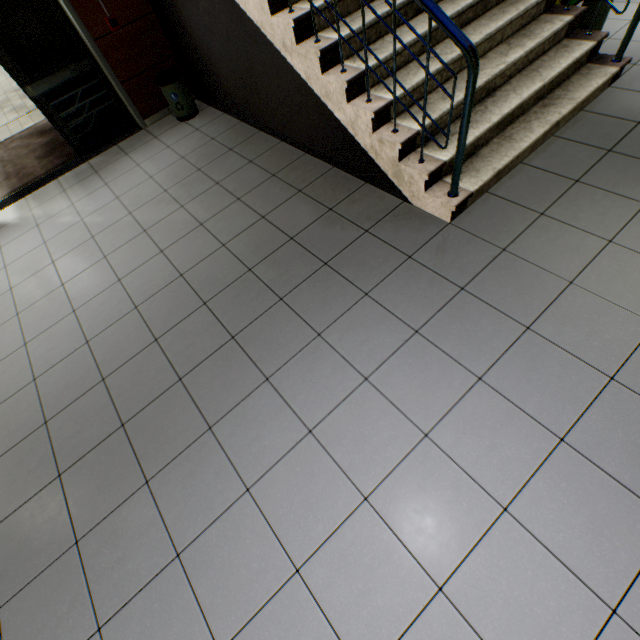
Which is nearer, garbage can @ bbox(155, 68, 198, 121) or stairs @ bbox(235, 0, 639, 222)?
stairs @ bbox(235, 0, 639, 222)

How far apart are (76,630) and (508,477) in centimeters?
247cm

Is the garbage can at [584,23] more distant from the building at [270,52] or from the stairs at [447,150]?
the building at [270,52]

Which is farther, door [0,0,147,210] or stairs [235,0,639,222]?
door [0,0,147,210]

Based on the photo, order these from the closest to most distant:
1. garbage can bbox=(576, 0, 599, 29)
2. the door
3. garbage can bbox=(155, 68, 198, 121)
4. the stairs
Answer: the stairs → garbage can bbox=(576, 0, 599, 29) → the door → garbage can bbox=(155, 68, 198, 121)

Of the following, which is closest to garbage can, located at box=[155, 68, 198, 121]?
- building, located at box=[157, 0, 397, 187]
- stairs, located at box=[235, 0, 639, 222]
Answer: building, located at box=[157, 0, 397, 187]

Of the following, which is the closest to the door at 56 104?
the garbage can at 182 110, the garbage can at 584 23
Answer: the garbage can at 182 110

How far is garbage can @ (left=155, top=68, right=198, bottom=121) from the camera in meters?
4.5 m
